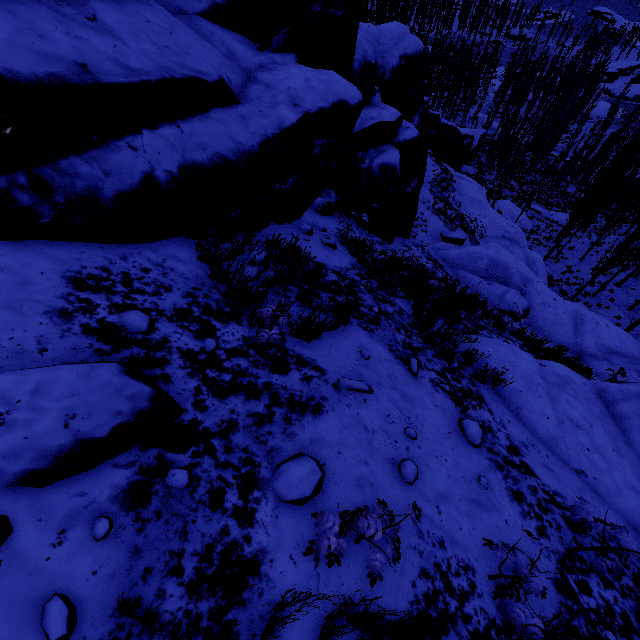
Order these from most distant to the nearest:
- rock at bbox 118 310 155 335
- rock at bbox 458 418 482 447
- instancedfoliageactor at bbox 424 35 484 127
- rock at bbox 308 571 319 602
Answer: instancedfoliageactor at bbox 424 35 484 127 < rock at bbox 458 418 482 447 < rock at bbox 118 310 155 335 < rock at bbox 308 571 319 602

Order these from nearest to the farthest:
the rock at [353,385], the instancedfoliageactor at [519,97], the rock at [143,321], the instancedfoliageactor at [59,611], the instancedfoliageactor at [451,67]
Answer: the instancedfoliageactor at [59,611] → the rock at [143,321] → the rock at [353,385] → the instancedfoliageactor at [519,97] → the instancedfoliageactor at [451,67]

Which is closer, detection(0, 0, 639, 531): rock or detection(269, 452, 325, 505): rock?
detection(269, 452, 325, 505): rock

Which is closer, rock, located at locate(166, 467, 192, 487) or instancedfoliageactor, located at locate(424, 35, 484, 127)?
rock, located at locate(166, 467, 192, 487)

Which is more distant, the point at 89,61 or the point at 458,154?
the point at 458,154

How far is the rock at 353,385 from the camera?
4.2m

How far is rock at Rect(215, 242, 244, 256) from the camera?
4.43m
